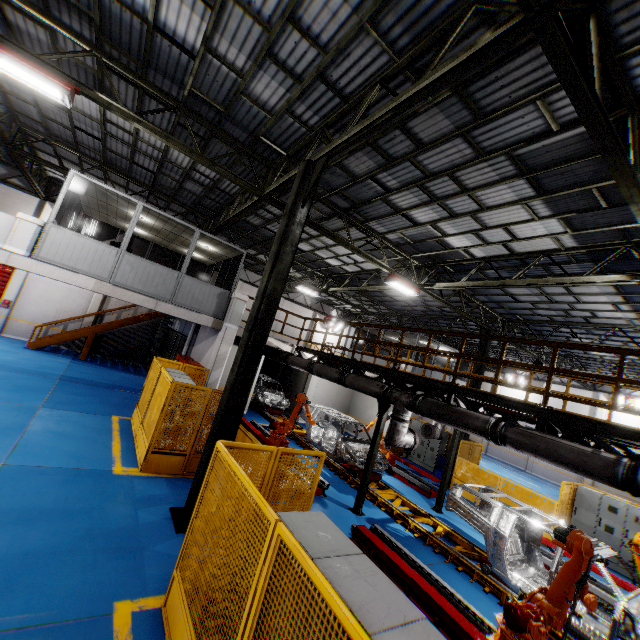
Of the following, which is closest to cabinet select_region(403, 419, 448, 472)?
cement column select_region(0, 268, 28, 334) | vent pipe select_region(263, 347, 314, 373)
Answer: vent pipe select_region(263, 347, 314, 373)

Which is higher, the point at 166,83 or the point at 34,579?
the point at 166,83

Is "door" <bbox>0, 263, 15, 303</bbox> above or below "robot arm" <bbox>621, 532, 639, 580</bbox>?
above

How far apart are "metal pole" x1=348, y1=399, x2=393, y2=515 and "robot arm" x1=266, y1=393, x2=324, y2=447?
2.85m

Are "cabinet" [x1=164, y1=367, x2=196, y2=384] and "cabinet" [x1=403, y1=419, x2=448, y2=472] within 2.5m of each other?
no

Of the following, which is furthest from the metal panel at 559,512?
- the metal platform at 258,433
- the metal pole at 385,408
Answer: the metal pole at 385,408

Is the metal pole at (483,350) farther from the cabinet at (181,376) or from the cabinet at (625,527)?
the cabinet at (181,376)

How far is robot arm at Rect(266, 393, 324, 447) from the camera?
11.51m
